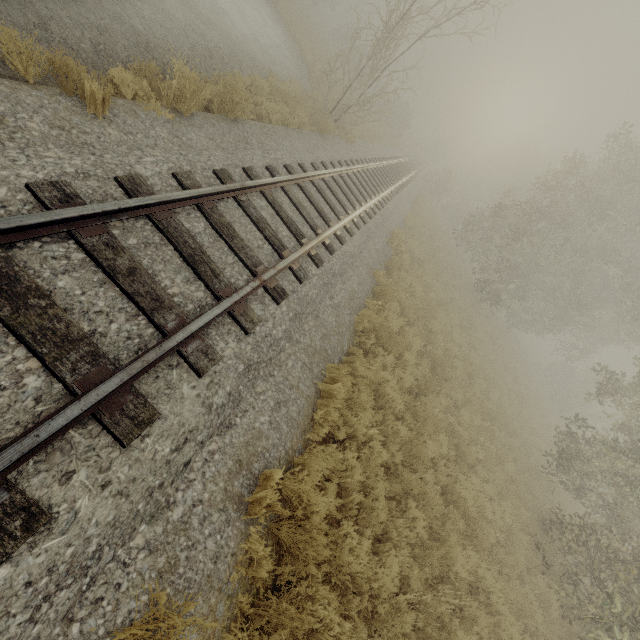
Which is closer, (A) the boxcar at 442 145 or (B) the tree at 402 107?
(B) the tree at 402 107

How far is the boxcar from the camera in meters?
57.0

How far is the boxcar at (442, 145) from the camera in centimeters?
5697cm

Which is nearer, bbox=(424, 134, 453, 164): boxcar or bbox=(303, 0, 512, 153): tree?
bbox=(303, 0, 512, 153): tree

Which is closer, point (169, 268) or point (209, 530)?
point (209, 530)
